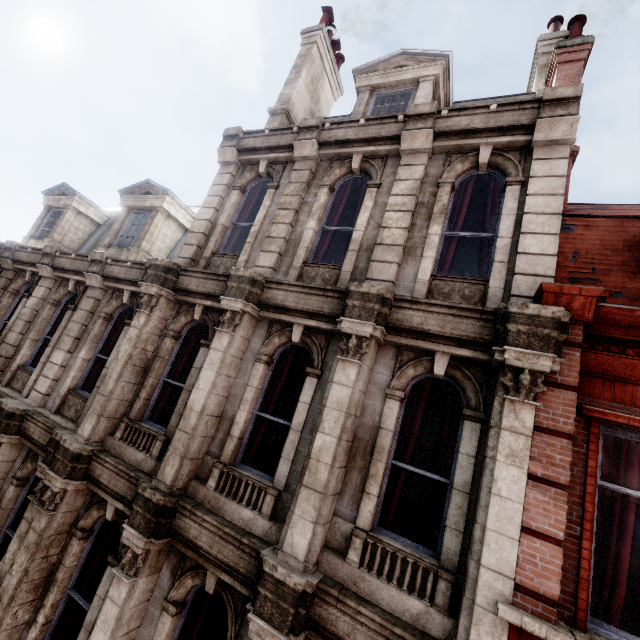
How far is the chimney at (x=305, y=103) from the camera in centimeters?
988cm

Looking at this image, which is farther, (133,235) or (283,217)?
(133,235)

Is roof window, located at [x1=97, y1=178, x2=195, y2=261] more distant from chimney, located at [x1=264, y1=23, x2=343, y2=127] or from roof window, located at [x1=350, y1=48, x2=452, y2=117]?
roof window, located at [x1=350, y1=48, x2=452, y2=117]

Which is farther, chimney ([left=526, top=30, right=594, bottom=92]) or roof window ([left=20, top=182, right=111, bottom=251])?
roof window ([left=20, top=182, right=111, bottom=251])

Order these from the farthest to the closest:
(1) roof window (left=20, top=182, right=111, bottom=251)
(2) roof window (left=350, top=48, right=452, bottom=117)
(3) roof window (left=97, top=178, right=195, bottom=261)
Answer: (1) roof window (left=20, top=182, right=111, bottom=251) < (3) roof window (left=97, top=178, right=195, bottom=261) < (2) roof window (left=350, top=48, right=452, bottom=117)

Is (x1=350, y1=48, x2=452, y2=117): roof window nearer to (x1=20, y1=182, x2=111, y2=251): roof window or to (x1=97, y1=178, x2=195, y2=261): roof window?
(x1=97, y1=178, x2=195, y2=261): roof window

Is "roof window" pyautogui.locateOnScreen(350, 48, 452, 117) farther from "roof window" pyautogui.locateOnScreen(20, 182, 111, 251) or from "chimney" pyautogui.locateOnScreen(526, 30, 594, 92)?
"roof window" pyautogui.locateOnScreen(20, 182, 111, 251)

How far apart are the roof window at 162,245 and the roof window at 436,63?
5.4m
